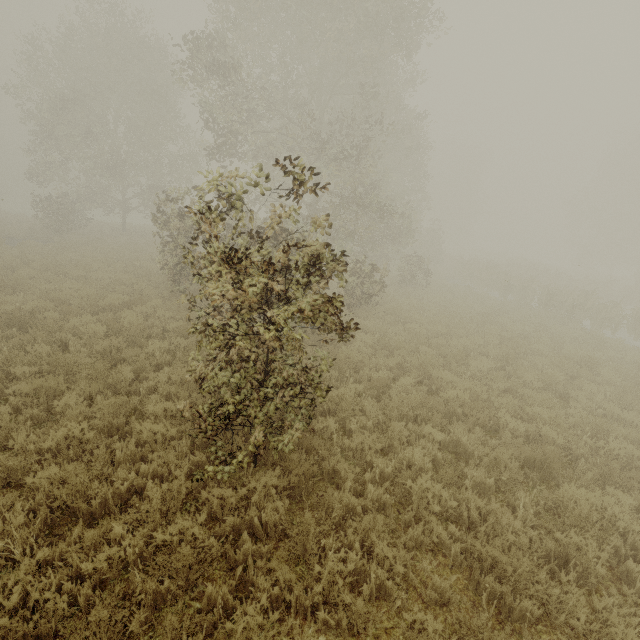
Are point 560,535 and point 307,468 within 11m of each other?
yes
